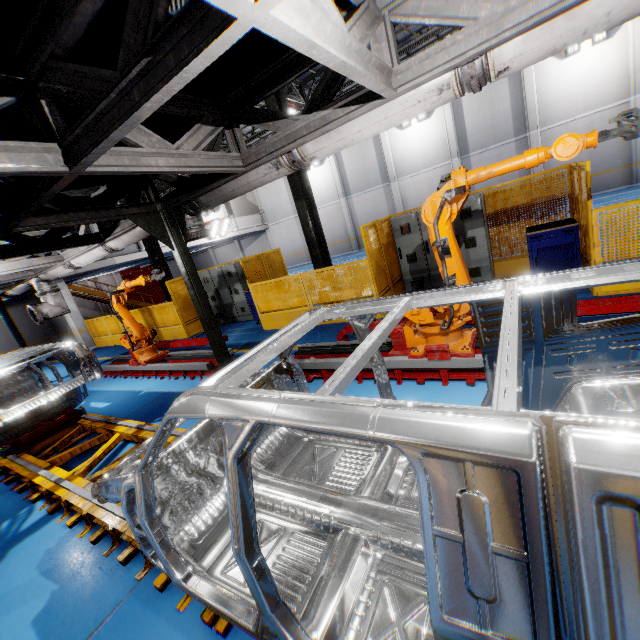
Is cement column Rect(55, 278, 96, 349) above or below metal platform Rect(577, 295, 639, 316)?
above

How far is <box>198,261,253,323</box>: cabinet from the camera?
11.7 meters

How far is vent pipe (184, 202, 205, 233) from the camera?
5.1 meters

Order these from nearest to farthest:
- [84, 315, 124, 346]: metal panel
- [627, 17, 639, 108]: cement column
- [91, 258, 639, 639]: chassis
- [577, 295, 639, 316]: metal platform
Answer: [91, 258, 639, 639]: chassis
[577, 295, 639, 316]: metal platform
[627, 17, 639, 108]: cement column
[84, 315, 124, 346]: metal panel

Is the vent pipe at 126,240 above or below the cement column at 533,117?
below

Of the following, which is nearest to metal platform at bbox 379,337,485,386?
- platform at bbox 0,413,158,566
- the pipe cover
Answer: platform at bbox 0,413,158,566

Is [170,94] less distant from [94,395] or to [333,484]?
[333,484]

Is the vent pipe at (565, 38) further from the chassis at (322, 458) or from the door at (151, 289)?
the door at (151, 289)
